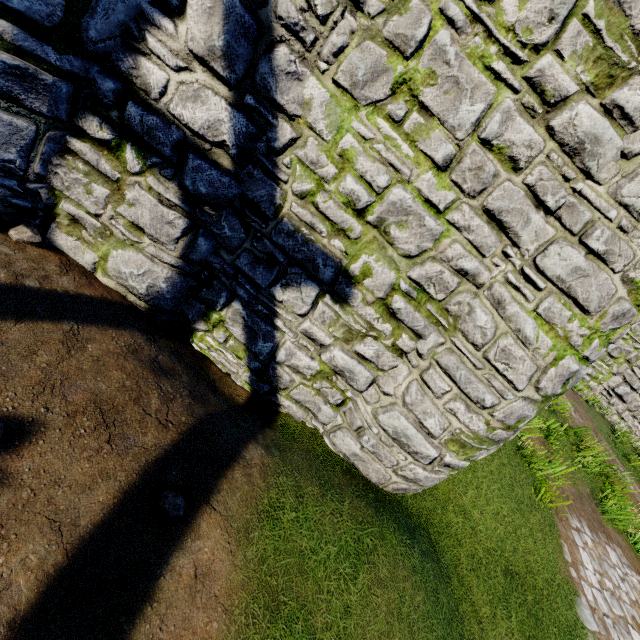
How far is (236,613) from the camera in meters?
2.1

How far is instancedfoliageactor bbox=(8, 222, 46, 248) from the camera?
3.08m

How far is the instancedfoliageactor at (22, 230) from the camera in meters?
3.1
